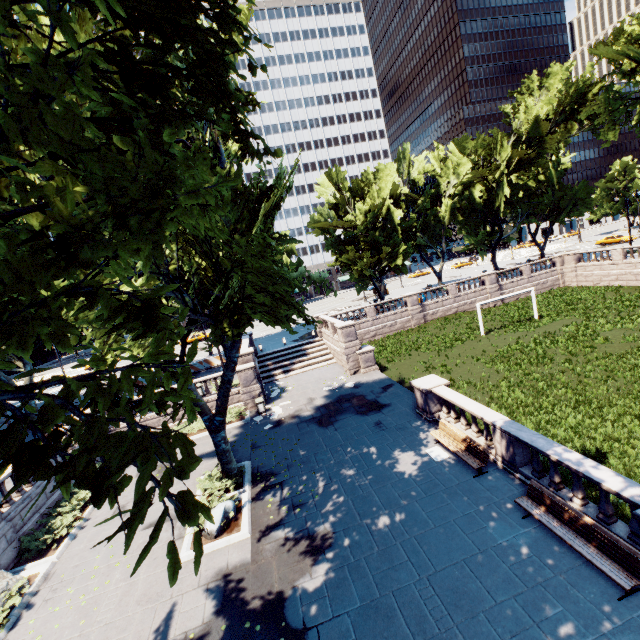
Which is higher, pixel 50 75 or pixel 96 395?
pixel 50 75

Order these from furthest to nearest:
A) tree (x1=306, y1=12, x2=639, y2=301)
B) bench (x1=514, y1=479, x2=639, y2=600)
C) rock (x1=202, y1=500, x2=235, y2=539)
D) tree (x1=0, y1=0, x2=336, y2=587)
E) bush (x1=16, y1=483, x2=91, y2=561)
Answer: tree (x1=306, y1=12, x2=639, y2=301), bush (x1=16, y1=483, x2=91, y2=561), rock (x1=202, y1=500, x2=235, y2=539), bench (x1=514, y1=479, x2=639, y2=600), tree (x1=0, y1=0, x2=336, y2=587)

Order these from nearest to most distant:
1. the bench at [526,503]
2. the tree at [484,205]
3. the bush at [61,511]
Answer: the bench at [526,503]
the bush at [61,511]
the tree at [484,205]

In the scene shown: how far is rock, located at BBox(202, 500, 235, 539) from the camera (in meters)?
11.45

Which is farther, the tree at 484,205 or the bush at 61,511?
the tree at 484,205

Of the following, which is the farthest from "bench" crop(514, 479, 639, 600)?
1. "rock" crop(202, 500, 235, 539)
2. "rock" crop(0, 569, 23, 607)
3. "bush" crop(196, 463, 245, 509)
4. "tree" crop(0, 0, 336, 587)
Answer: "rock" crop(0, 569, 23, 607)

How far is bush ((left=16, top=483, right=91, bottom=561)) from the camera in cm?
1282

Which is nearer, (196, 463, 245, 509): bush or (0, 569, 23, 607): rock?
(0, 569, 23, 607): rock
